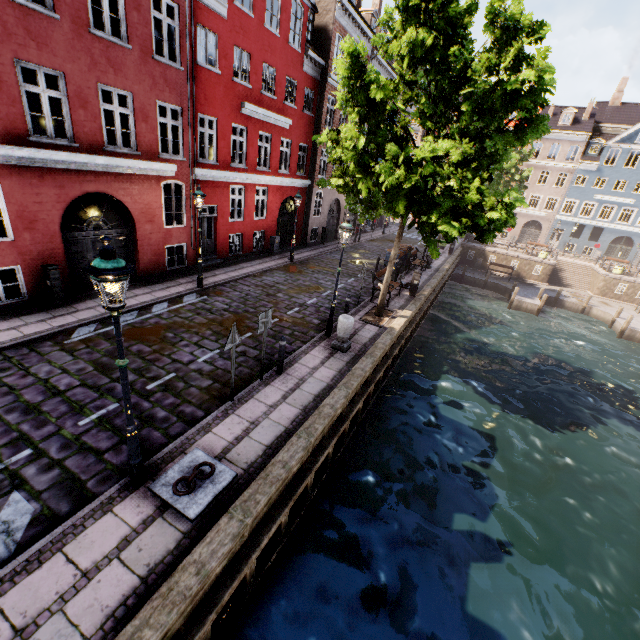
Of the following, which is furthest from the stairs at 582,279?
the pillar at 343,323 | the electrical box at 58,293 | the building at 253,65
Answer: the electrical box at 58,293

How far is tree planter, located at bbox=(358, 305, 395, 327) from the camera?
12.5 meters

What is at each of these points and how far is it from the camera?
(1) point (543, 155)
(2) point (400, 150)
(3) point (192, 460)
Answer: (1) building, 41.28m
(2) tree, 8.96m
(3) boat ring, 5.70m

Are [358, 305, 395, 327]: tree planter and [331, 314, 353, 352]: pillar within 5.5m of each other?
yes

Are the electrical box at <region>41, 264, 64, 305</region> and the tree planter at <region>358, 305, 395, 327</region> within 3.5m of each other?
no

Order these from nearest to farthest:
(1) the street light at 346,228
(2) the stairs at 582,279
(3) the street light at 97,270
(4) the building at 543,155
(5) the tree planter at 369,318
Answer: (3) the street light at 97,270 < (1) the street light at 346,228 < (5) the tree planter at 369,318 < (2) the stairs at 582,279 < (4) the building at 543,155

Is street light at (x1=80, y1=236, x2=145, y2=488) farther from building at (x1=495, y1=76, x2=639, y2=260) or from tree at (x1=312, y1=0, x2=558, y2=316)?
building at (x1=495, y1=76, x2=639, y2=260)

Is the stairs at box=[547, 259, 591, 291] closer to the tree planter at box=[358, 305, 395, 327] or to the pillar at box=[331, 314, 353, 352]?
the tree planter at box=[358, 305, 395, 327]
